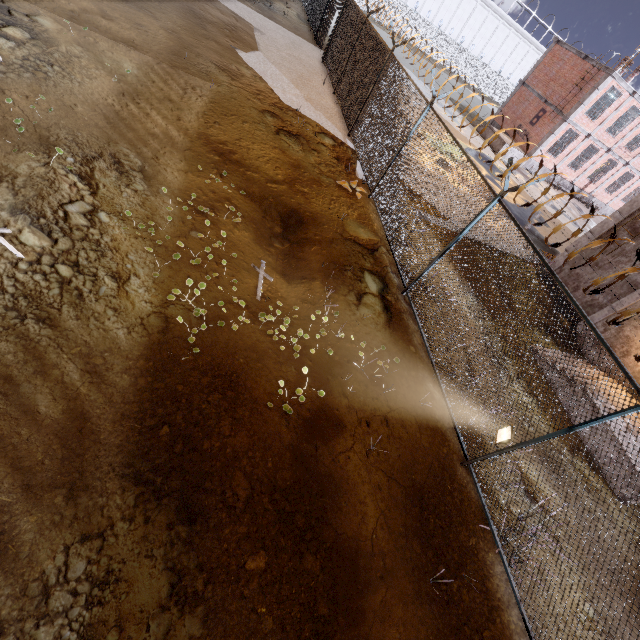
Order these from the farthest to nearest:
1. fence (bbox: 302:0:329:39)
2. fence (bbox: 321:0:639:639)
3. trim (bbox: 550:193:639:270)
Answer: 1. fence (bbox: 302:0:329:39)
2. trim (bbox: 550:193:639:270)
3. fence (bbox: 321:0:639:639)

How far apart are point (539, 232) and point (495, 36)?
53.9 meters

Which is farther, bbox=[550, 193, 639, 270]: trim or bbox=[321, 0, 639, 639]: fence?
bbox=[550, 193, 639, 270]: trim

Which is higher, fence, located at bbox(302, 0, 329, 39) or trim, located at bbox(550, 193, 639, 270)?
trim, located at bbox(550, 193, 639, 270)

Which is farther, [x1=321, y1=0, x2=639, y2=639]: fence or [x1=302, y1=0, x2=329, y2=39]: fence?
[x1=302, y1=0, x2=329, y2=39]: fence

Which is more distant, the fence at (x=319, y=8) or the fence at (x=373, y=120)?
the fence at (x=319, y=8)

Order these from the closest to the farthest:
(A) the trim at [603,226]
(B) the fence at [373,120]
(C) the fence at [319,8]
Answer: (B) the fence at [373,120]
(A) the trim at [603,226]
(C) the fence at [319,8]
